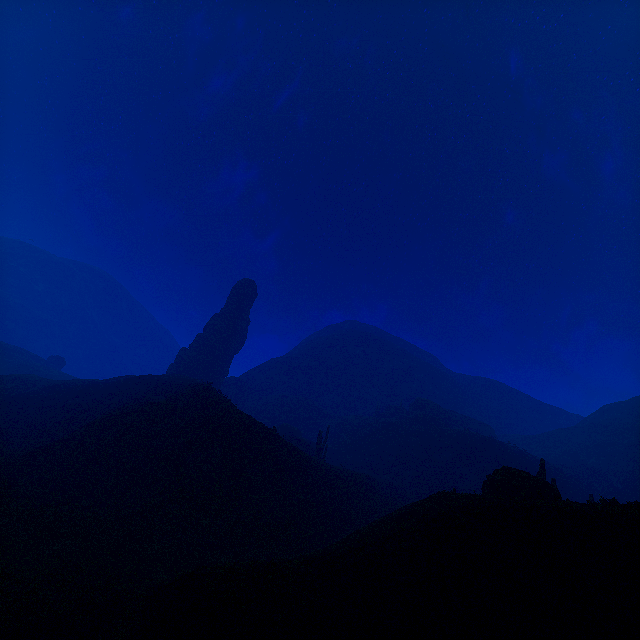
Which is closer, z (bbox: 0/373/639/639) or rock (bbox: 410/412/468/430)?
z (bbox: 0/373/639/639)

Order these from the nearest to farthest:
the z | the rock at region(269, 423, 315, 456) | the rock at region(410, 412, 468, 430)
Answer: the z → the rock at region(269, 423, 315, 456) → the rock at region(410, 412, 468, 430)

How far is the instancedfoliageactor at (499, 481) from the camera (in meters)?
15.62

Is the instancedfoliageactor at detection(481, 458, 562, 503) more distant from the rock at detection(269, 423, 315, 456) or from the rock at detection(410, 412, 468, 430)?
the rock at detection(269, 423, 315, 456)

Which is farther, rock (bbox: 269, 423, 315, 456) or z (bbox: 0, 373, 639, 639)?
rock (bbox: 269, 423, 315, 456)

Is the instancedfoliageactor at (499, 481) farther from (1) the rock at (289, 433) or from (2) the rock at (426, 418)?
(1) the rock at (289, 433)

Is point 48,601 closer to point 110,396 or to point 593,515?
point 593,515

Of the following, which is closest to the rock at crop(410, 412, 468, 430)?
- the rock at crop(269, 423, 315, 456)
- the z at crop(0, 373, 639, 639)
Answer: the z at crop(0, 373, 639, 639)
